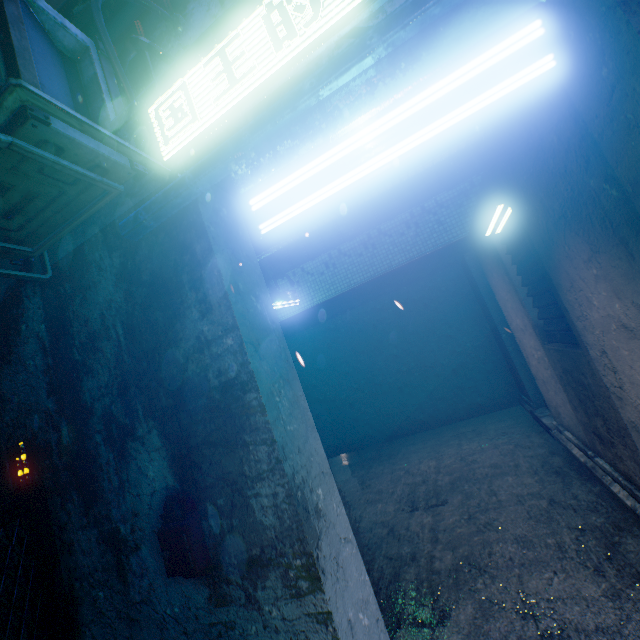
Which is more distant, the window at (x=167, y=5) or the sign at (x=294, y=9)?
the window at (x=167, y=5)

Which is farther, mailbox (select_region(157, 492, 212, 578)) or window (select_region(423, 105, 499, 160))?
window (select_region(423, 105, 499, 160))

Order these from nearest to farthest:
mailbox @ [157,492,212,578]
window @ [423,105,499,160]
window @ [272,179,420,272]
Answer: mailbox @ [157,492,212,578]
window @ [423,105,499,160]
window @ [272,179,420,272]

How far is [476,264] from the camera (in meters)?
5.70

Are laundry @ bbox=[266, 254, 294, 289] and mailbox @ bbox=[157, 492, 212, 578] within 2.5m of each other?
no

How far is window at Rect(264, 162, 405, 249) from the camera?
→ 6.09m

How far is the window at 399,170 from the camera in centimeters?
609cm

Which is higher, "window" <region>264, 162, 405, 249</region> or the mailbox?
"window" <region>264, 162, 405, 249</region>
